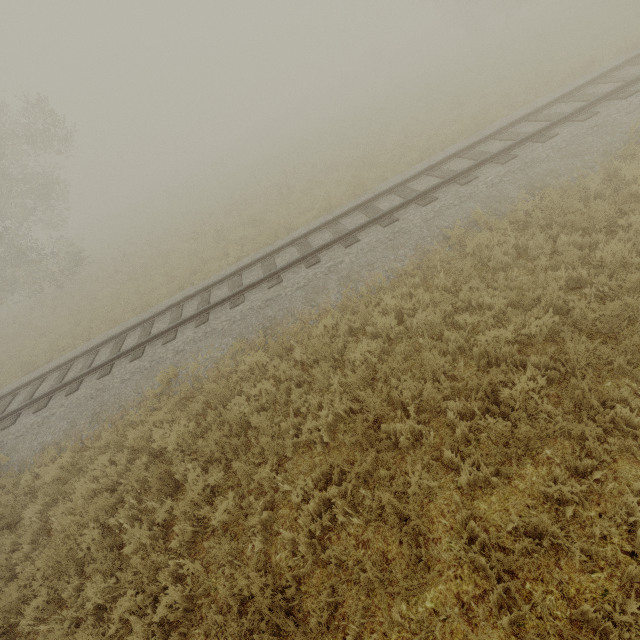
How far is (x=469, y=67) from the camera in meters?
20.4 m
